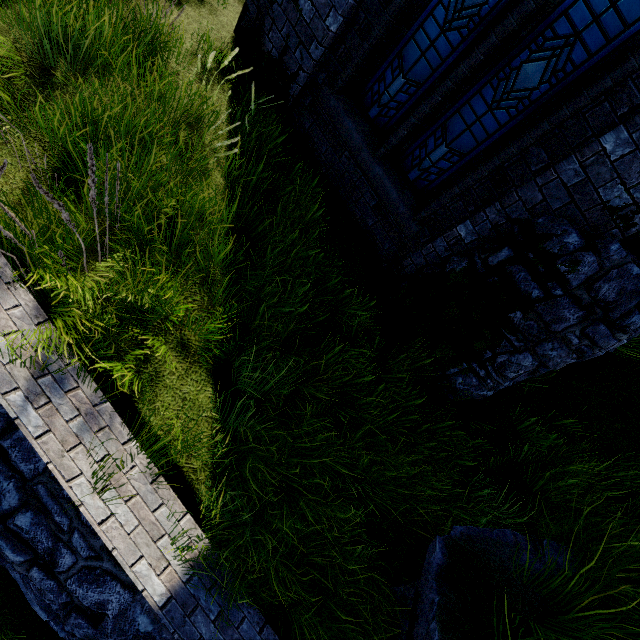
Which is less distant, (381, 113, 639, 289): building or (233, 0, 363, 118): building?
(381, 113, 639, 289): building

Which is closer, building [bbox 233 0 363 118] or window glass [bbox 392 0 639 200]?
window glass [bbox 392 0 639 200]

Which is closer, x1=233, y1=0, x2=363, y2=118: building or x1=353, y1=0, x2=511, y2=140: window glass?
x1=353, y1=0, x2=511, y2=140: window glass

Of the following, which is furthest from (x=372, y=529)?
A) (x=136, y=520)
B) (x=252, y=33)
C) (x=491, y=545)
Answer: (x=252, y=33)

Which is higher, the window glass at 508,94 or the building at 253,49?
the window glass at 508,94

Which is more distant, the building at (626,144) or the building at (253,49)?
the building at (253,49)

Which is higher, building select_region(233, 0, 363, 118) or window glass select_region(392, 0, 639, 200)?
window glass select_region(392, 0, 639, 200)
